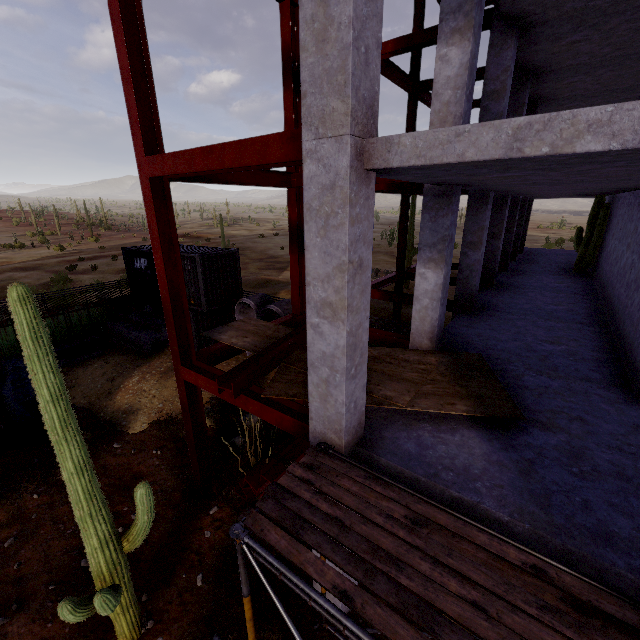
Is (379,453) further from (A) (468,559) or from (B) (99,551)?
(B) (99,551)

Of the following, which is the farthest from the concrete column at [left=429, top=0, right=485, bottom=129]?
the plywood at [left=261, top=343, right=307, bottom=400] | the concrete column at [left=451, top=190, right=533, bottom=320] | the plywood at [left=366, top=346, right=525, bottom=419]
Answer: the concrete column at [left=451, top=190, right=533, bottom=320]

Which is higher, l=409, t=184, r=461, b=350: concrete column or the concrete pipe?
l=409, t=184, r=461, b=350: concrete column

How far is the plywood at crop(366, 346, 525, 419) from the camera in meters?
5.3

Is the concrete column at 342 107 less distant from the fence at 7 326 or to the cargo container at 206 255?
the cargo container at 206 255

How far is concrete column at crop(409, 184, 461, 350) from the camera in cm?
656

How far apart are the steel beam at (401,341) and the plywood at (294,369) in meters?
1.7

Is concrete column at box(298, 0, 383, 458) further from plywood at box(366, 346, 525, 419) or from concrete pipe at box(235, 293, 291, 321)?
concrete pipe at box(235, 293, 291, 321)
